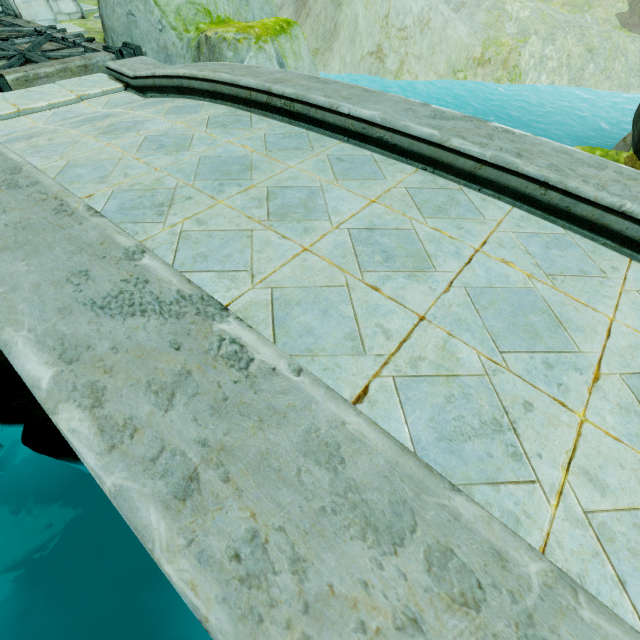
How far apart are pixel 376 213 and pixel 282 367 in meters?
1.8

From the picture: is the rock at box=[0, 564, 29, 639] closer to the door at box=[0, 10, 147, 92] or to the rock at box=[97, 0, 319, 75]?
the door at box=[0, 10, 147, 92]

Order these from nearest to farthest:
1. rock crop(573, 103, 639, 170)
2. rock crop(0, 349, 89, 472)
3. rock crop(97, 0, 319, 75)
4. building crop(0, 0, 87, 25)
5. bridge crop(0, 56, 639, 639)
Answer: bridge crop(0, 56, 639, 639) → rock crop(573, 103, 639, 170) → rock crop(97, 0, 319, 75) → rock crop(0, 349, 89, 472) → building crop(0, 0, 87, 25)

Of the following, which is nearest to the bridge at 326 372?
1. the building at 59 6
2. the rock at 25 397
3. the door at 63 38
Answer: the rock at 25 397

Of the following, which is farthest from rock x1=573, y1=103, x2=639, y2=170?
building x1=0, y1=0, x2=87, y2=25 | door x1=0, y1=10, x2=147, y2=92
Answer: building x1=0, y1=0, x2=87, y2=25

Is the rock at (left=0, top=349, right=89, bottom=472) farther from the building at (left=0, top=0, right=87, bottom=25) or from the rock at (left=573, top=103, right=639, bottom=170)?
the rock at (left=573, top=103, right=639, bottom=170)

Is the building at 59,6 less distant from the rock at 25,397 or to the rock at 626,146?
the rock at 25,397

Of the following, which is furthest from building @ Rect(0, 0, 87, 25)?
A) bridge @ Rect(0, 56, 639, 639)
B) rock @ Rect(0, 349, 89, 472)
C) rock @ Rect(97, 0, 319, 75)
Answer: bridge @ Rect(0, 56, 639, 639)
